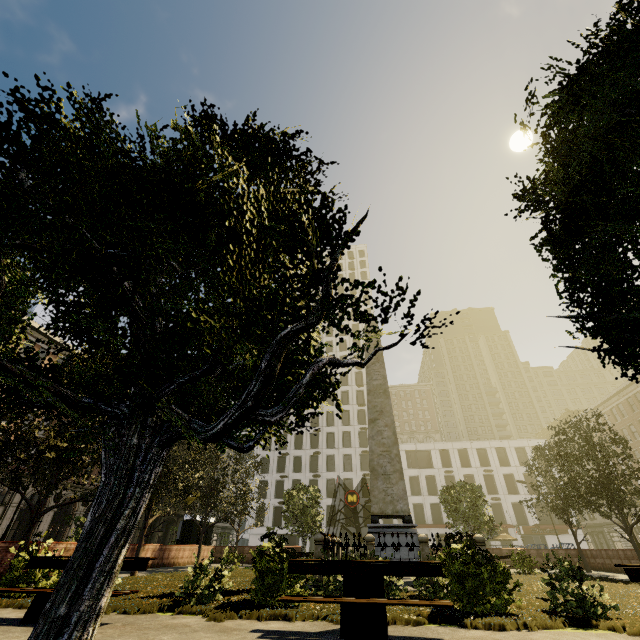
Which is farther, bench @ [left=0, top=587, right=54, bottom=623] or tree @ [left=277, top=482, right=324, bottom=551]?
tree @ [left=277, top=482, right=324, bottom=551]

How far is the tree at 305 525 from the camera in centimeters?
2589cm

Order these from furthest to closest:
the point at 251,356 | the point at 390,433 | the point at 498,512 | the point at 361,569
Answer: the point at 498,512 < the point at 390,433 < the point at 361,569 < the point at 251,356

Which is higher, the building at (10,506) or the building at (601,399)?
the building at (601,399)

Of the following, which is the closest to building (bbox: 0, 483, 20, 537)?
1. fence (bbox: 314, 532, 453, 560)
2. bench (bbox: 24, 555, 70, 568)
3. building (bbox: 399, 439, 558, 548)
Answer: bench (bbox: 24, 555, 70, 568)

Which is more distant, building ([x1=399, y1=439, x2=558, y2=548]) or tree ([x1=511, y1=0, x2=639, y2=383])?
building ([x1=399, y1=439, x2=558, y2=548])

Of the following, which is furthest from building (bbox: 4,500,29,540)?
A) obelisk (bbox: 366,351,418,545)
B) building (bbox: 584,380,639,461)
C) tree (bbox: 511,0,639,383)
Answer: building (bbox: 584,380,639,461)

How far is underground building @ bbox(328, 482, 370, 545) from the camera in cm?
2866
